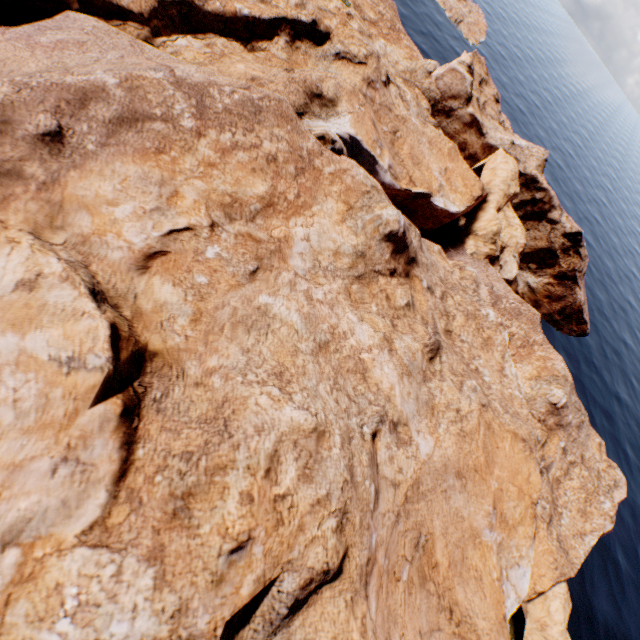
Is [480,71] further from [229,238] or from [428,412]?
[428,412]
